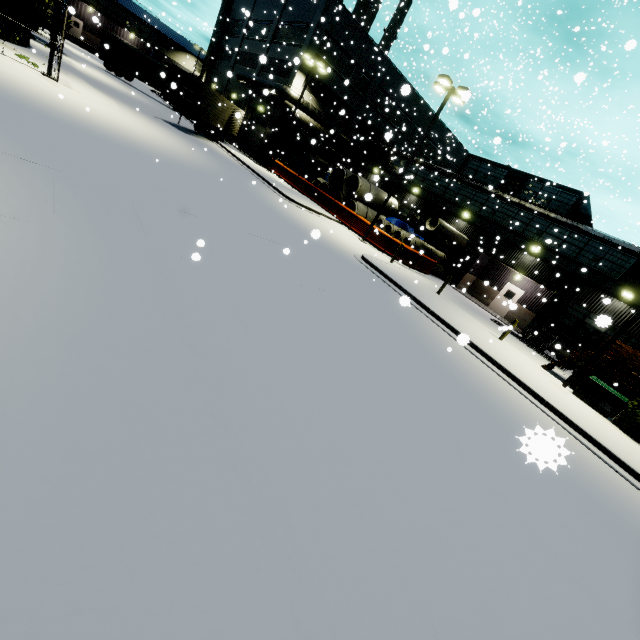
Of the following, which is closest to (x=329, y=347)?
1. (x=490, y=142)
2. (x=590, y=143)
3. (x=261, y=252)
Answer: (x=261, y=252)

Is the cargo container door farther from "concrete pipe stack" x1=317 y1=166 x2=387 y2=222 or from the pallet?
the pallet

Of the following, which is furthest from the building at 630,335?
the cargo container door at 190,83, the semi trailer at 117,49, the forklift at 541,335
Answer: the cargo container door at 190,83

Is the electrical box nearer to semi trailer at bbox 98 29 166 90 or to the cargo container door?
semi trailer at bbox 98 29 166 90

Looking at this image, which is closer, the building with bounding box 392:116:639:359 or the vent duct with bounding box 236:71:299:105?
the building with bounding box 392:116:639:359

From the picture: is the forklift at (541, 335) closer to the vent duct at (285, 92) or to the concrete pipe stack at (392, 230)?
the concrete pipe stack at (392, 230)

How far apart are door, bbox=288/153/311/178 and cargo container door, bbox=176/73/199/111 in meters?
11.9

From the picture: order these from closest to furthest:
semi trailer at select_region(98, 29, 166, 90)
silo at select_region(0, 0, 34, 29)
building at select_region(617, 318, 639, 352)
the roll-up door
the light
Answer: silo at select_region(0, 0, 34, 29)
the light
building at select_region(617, 318, 639, 352)
the roll-up door
semi trailer at select_region(98, 29, 166, 90)
